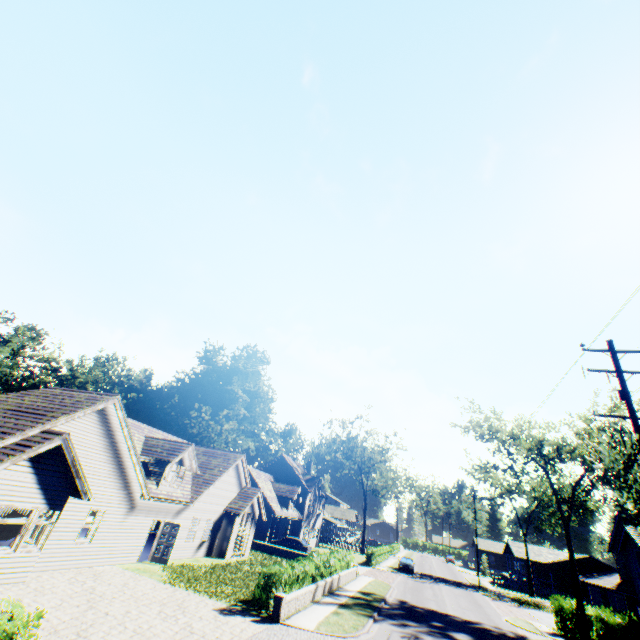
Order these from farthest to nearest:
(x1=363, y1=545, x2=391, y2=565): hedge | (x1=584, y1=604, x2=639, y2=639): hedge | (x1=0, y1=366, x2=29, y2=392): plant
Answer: (x1=0, y1=366, x2=29, y2=392): plant → (x1=363, y1=545, x2=391, y2=565): hedge → (x1=584, y1=604, x2=639, y2=639): hedge

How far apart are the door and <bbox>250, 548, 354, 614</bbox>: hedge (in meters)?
7.55

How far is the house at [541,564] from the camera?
49.9m

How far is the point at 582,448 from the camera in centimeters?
2739cm

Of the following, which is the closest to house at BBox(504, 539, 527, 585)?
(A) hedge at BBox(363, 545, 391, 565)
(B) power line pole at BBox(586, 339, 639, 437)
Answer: (A) hedge at BBox(363, 545, 391, 565)

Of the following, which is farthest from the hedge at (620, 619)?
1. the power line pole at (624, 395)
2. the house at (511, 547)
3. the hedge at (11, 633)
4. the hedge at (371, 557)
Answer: the hedge at (11, 633)

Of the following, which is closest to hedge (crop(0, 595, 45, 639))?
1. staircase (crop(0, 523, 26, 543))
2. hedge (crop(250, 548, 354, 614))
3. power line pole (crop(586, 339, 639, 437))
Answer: staircase (crop(0, 523, 26, 543))

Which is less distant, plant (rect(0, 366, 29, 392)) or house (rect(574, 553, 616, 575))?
house (rect(574, 553, 616, 575))
